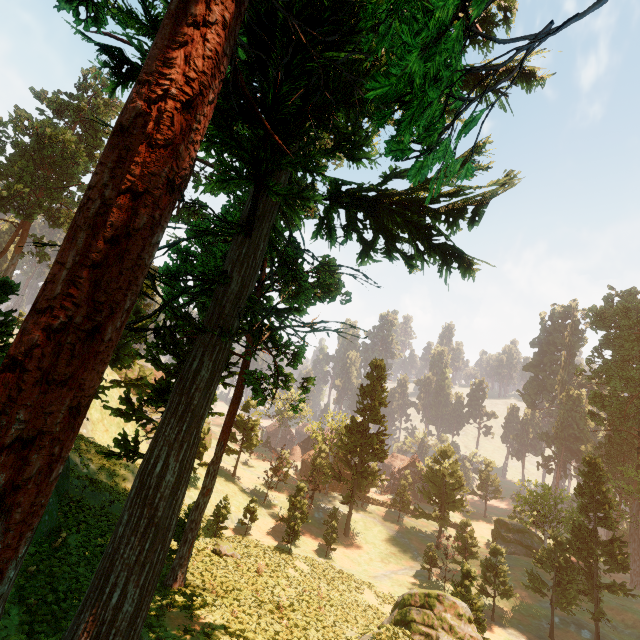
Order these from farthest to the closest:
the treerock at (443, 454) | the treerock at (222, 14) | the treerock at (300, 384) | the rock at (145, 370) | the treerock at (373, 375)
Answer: the treerock at (443, 454) < the rock at (145, 370) < the treerock at (373, 375) < the treerock at (300, 384) < the treerock at (222, 14)

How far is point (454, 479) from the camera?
45.7 meters

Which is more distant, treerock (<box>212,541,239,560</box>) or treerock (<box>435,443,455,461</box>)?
treerock (<box>435,443,455,461</box>)

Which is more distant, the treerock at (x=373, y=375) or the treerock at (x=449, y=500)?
the treerock at (x=373, y=375)

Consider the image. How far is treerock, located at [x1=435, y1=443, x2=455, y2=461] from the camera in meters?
46.8 m
